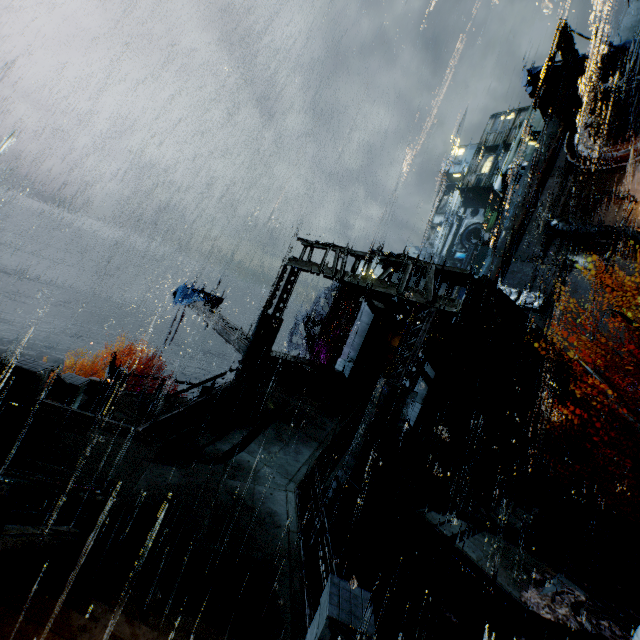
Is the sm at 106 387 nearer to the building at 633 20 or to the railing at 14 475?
the building at 633 20

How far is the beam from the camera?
16.89m

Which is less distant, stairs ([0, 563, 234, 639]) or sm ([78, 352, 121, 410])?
stairs ([0, 563, 234, 639])

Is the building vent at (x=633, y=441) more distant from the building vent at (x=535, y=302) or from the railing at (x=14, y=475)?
the railing at (x=14, y=475)

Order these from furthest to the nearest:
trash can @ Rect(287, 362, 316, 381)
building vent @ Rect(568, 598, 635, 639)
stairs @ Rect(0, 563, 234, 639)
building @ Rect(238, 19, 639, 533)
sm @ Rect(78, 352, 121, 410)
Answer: trash can @ Rect(287, 362, 316, 381) < sm @ Rect(78, 352, 121, 410) < building @ Rect(238, 19, 639, 533) < building vent @ Rect(568, 598, 635, 639) < stairs @ Rect(0, 563, 234, 639)

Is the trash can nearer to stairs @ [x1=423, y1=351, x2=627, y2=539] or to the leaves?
stairs @ [x1=423, y1=351, x2=627, y2=539]

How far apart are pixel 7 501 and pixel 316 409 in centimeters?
1187cm

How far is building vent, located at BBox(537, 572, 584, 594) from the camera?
10.95m
